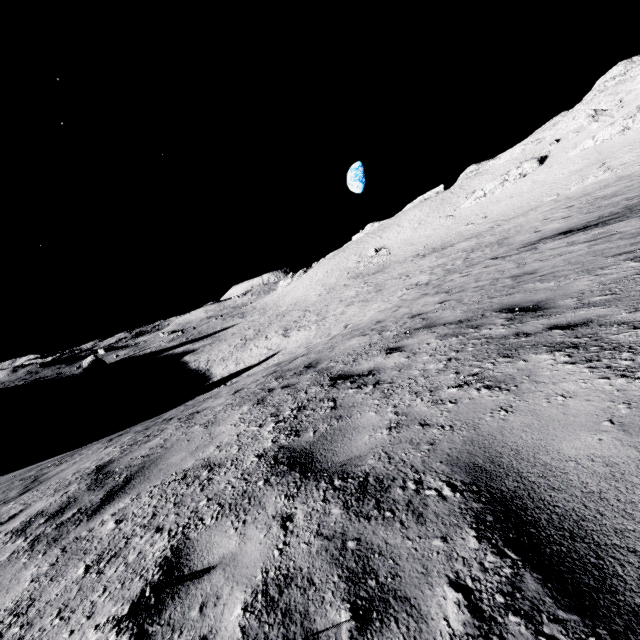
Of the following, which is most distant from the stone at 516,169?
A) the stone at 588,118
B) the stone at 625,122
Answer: the stone at 588,118

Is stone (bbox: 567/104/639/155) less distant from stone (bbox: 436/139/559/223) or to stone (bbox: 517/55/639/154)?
stone (bbox: 436/139/559/223)

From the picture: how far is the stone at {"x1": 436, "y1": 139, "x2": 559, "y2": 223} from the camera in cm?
4875

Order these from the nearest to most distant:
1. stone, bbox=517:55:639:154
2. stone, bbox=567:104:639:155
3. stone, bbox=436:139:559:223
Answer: stone, bbox=567:104:639:155 → stone, bbox=517:55:639:154 → stone, bbox=436:139:559:223

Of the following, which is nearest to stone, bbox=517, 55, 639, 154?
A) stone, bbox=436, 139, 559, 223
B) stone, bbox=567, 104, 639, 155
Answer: stone, bbox=567, 104, 639, 155

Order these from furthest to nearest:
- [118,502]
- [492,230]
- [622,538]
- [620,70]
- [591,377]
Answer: [620,70]
[492,230]
[118,502]
[591,377]
[622,538]
